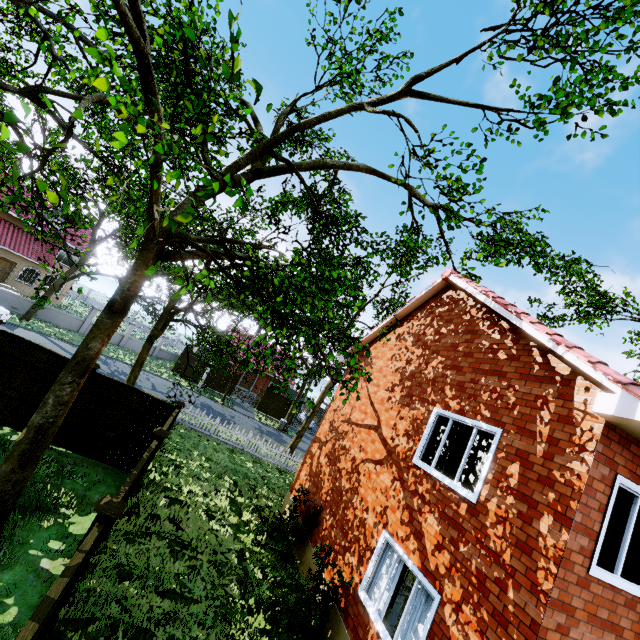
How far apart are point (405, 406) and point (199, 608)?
6.35m

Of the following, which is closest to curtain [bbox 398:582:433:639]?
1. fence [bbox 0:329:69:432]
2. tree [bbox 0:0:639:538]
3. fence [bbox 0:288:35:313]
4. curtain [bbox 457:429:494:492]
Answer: curtain [bbox 457:429:494:492]

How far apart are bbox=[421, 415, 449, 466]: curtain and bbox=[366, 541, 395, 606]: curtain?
1.8m

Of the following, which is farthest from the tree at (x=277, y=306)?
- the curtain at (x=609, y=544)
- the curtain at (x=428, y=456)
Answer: the curtain at (x=609, y=544)

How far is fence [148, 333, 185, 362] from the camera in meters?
33.4

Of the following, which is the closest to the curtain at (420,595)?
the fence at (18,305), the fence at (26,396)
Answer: the fence at (26,396)

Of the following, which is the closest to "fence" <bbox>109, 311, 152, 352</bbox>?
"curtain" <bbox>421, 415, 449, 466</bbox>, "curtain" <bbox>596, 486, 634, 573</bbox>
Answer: "curtain" <bbox>421, 415, 449, 466</bbox>

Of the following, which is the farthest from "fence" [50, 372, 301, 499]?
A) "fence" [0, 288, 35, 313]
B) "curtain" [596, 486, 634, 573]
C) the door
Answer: the door
